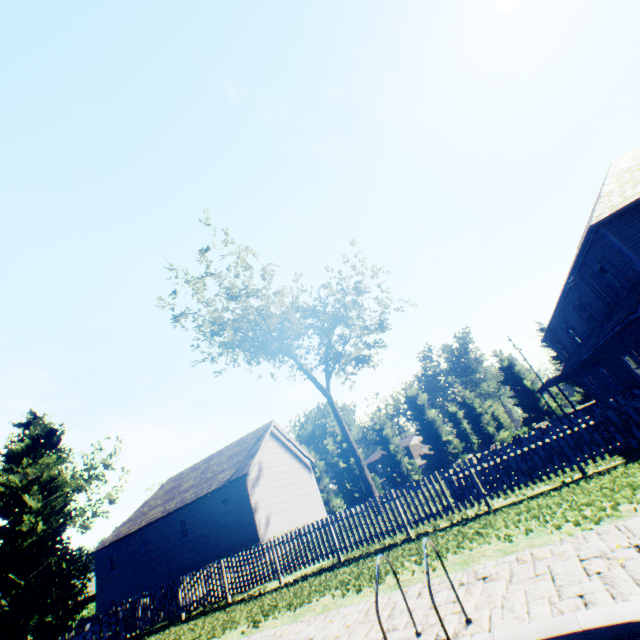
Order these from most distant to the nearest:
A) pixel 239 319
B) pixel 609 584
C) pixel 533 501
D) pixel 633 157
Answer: pixel 239 319 → pixel 633 157 → pixel 533 501 → pixel 609 584

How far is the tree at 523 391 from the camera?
32.78m

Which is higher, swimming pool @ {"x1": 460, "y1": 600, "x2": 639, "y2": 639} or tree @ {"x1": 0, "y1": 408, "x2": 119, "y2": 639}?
tree @ {"x1": 0, "y1": 408, "x2": 119, "y2": 639}

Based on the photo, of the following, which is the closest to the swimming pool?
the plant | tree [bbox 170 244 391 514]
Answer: tree [bbox 170 244 391 514]

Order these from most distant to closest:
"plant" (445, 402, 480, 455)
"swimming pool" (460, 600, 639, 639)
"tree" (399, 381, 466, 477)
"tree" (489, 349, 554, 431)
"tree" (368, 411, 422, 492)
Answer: "plant" (445, 402, 480, 455)
"tree" (368, 411, 422, 492)
"tree" (399, 381, 466, 477)
"tree" (489, 349, 554, 431)
"swimming pool" (460, 600, 639, 639)

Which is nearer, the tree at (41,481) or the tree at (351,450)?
the tree at (41,481)

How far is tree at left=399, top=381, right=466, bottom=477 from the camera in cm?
3547
